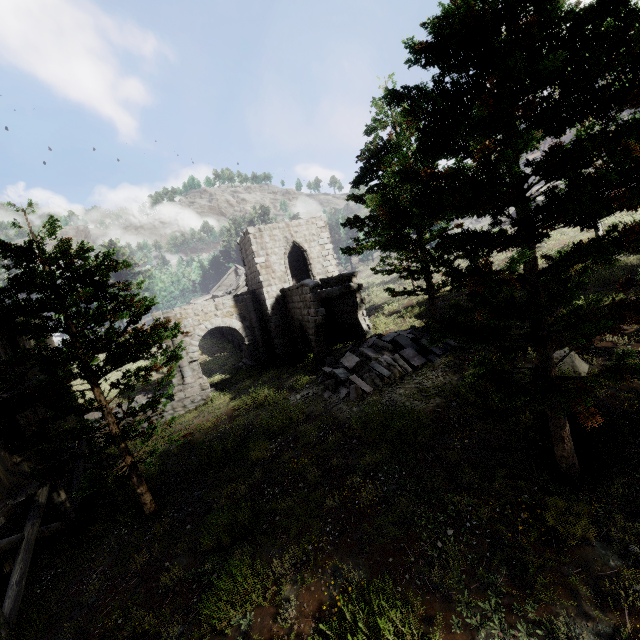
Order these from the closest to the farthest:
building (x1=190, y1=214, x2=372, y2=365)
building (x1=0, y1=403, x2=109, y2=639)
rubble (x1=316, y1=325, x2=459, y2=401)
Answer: building (x1=0, y1=403, x2=109, y2=639) → rubble (x1=316, y1=325, x2=459, y2=401) → building (x1=190, y1=214, x2=372, y2=365)

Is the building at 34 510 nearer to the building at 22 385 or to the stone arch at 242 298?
the building at 22 385

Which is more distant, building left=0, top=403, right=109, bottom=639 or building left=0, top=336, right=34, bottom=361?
building left=0, top=336, right=34, bottom=361

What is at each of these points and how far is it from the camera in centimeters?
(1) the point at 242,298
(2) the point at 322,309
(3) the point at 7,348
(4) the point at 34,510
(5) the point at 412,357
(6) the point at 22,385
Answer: (1) stone arch, 2419cm
(2) building, 1738cm
(3) building, 1147cm
(4) building, 1012cm
(5) rubble, 1361cm
(6) building, 1156cm

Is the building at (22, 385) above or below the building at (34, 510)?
above

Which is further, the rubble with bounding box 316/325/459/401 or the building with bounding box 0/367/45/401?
the rubble with bounding box 316/325/459/401

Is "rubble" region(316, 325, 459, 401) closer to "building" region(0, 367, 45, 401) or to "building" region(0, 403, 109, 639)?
"building" region(0, 403, 109, 639)
